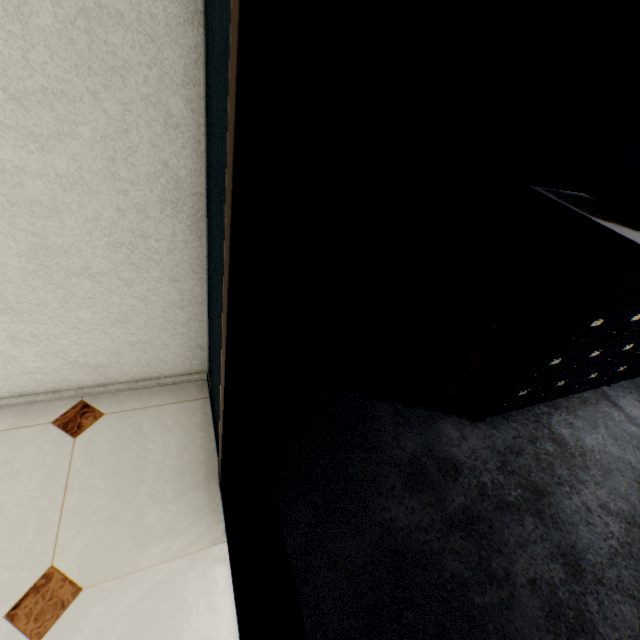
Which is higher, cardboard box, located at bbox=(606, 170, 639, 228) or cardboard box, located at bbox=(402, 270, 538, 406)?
cardboard box, located at bbox=(606, 170, 639, 228)

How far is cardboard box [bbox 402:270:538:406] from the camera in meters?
1.7

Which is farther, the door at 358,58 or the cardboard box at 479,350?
the cardboard box at 479,350

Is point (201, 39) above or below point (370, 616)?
above

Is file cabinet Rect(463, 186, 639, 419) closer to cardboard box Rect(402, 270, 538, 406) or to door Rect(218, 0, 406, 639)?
cardboard box Rect(402, 270, 538, 406)

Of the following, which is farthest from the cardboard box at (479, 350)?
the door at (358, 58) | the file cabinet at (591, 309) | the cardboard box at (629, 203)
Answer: the door at (358, 58)

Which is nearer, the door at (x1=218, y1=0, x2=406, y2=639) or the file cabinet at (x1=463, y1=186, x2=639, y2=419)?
the door at (x1=218, y1=0, x2=406, y2=639)

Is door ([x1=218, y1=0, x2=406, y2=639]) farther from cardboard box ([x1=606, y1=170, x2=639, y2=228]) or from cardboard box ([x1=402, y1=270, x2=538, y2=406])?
cardboard box ([x1=606, y1=170, x2=639, y2=228])
